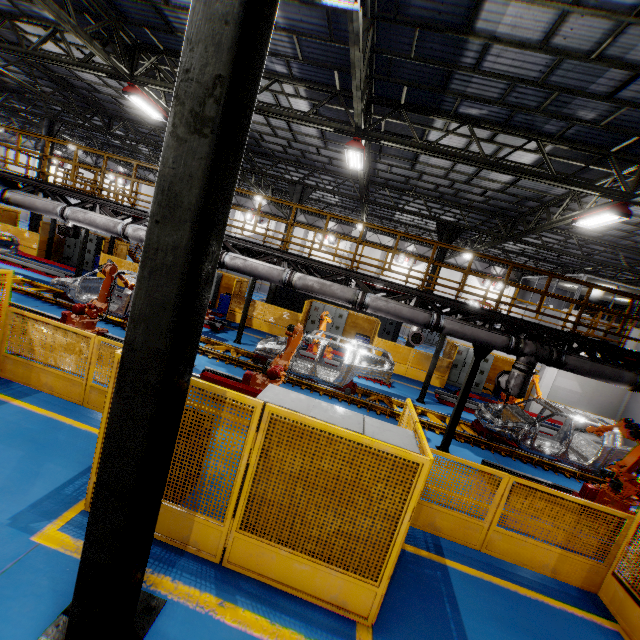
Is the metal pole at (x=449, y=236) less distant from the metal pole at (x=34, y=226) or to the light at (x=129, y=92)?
the light at (x=129, y=92)

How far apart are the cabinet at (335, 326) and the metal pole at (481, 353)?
9.1m

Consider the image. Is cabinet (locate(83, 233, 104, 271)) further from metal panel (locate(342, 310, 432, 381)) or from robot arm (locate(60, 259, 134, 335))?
robot arm (locate(60, 259, 134, 335))

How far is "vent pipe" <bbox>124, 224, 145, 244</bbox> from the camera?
9.07m

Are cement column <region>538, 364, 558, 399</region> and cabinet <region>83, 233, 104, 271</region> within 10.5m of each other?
no

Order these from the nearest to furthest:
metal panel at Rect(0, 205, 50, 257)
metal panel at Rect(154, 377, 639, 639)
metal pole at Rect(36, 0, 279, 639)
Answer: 1. metal pole at Rect(36, 0, 279, 639)
2. metal panel at Rect(154, 377, 639, 639)
3. metal panel at Rect(0, 205, 50, 257)

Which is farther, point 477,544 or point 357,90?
point 357,90

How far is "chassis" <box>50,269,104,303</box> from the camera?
11.42m
